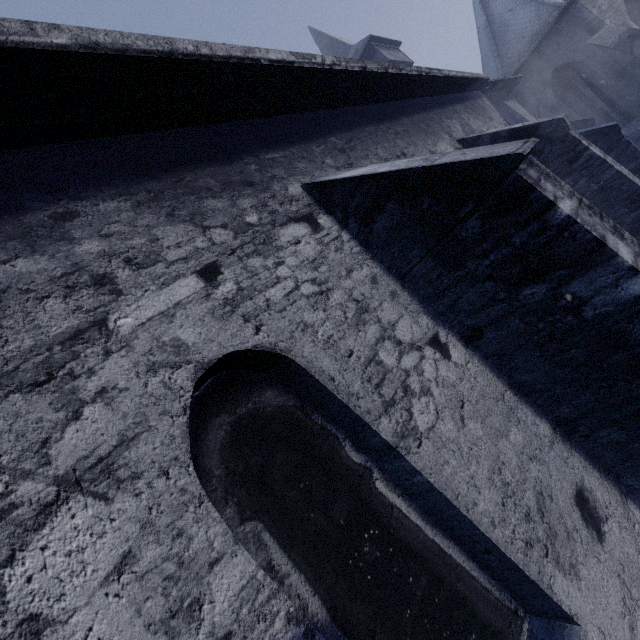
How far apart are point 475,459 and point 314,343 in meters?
1.4 m
